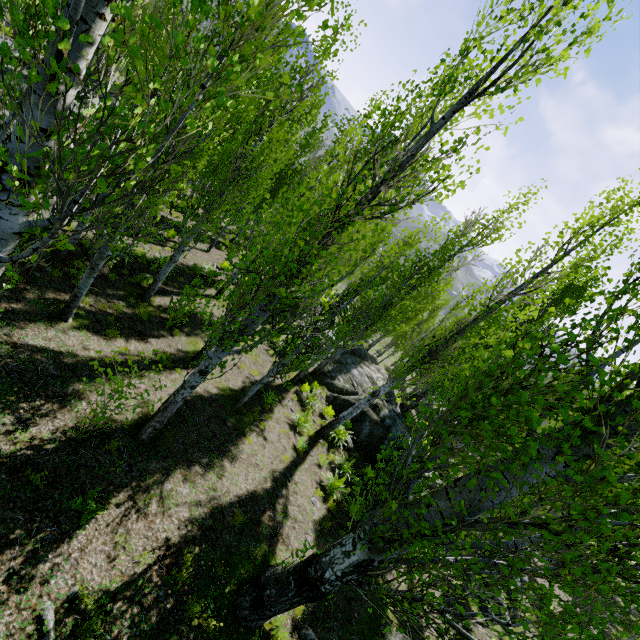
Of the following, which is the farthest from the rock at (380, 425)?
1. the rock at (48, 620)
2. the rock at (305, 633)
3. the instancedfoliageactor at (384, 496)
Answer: the rock at (48, 620)

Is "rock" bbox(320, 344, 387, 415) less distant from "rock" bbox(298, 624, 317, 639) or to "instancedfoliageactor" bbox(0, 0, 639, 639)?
"instancedfoliageactor" bbox(0, 0, 639, 639)

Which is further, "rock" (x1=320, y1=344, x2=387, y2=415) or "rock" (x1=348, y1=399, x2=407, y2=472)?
"rock" (x1=320, y1=344, x2=387, y2=415)

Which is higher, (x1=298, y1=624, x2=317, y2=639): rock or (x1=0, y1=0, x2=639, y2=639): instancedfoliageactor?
(x1=0, y1=0, x2=639, y2=639): instancedfoliageactor

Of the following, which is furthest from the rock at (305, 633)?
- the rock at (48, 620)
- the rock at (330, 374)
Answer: the rock at (330, 374)

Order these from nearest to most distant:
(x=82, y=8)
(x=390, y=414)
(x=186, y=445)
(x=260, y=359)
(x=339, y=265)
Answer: (x=82, y=8) → (x=339, y=265) → (x=186, y=445) → (x=260, y=359) → (x=390, y=414)

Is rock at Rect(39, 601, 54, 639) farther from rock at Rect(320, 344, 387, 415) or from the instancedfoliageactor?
rock at Rect(320, 344, 387, 415)

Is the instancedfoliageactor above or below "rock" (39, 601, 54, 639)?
above
